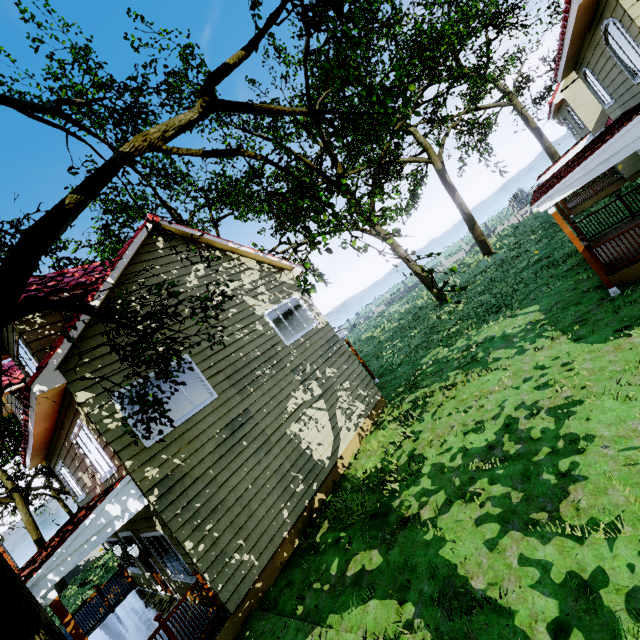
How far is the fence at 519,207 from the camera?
36.12m

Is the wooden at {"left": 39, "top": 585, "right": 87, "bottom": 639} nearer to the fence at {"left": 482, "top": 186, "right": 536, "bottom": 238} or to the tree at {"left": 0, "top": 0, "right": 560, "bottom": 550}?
the fence at {"left": 482, "top": 186, "right": 536, "bottom": 238}

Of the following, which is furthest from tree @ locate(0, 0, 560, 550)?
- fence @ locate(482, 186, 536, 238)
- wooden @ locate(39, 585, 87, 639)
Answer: wooden @ locate(39, 585, 87, 639)

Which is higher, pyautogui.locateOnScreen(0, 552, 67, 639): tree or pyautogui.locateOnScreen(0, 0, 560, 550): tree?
pyautogui.locateOnScreen(0, 0, 560, 550): tree

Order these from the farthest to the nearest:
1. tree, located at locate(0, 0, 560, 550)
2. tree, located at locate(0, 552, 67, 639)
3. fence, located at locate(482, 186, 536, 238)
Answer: fence, located at locate(482, 186, 536, 238)
tree, located at locate(0, 0, 560, 550)
tree, located at locate(0, 552, 67, 639)

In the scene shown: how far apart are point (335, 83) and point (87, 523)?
8.5 meters

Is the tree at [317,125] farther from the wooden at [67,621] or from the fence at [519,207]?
the wooden at [67,621]

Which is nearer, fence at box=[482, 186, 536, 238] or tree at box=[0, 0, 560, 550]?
tree at box=[0, 0, 560, 550]
